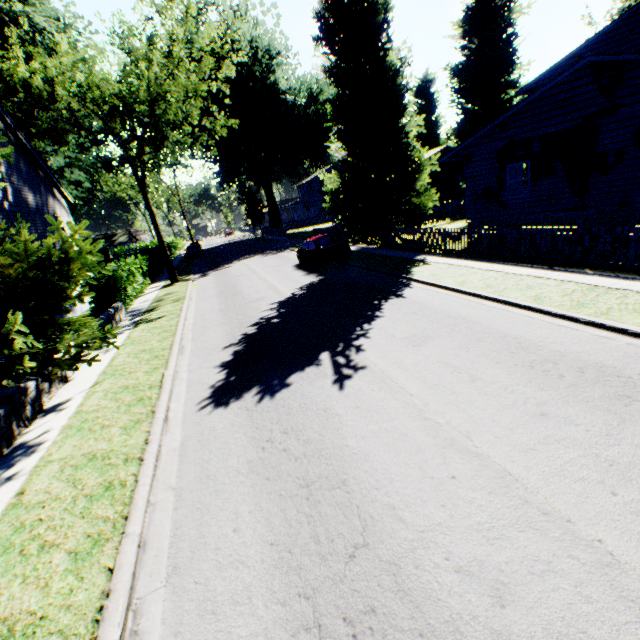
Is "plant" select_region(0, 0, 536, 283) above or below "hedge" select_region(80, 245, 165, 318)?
above

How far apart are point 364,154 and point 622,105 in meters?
10.5 m

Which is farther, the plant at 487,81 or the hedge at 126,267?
the plant at 487,81

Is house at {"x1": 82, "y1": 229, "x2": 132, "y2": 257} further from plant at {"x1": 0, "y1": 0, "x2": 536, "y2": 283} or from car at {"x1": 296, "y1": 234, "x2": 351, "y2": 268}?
car at {"x1": 296, "y1": 234, "x2": 351, "y2": 268}

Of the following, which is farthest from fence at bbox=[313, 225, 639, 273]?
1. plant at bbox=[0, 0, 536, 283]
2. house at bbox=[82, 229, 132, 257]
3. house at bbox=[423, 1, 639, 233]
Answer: house at bbox=[82, 229, 132, 257]

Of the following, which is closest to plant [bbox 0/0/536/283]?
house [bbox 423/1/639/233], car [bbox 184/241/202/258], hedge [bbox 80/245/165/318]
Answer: house [bbox 423/1/639/233]

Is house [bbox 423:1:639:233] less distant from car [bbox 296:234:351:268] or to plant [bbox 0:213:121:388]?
plant [bbox 0:213:121:388]

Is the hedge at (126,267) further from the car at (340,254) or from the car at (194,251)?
the car at (340,254)
